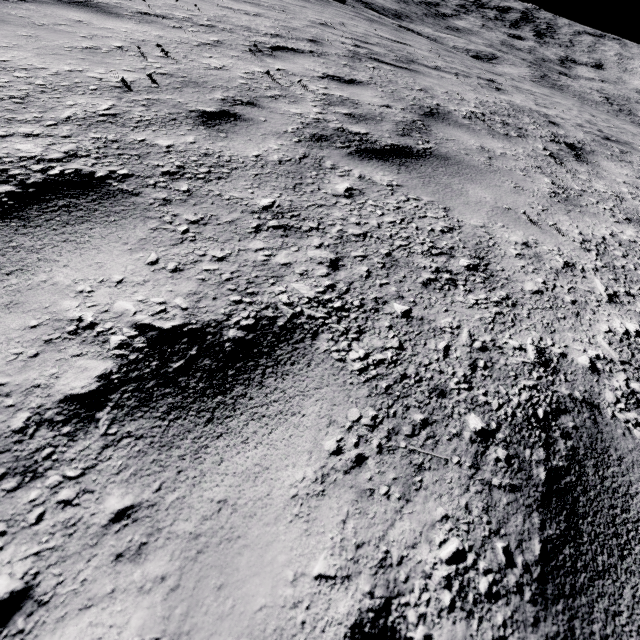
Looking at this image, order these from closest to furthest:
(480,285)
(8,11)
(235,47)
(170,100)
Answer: (480,285) < (170,100) < (8,11) < (235,47)
